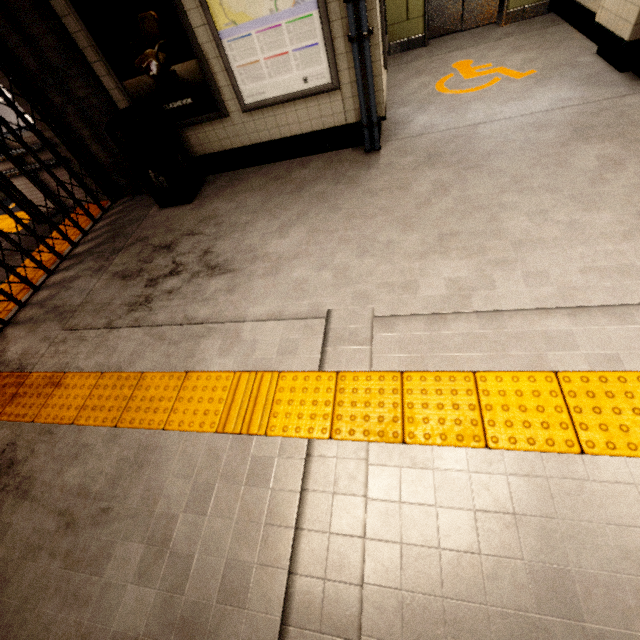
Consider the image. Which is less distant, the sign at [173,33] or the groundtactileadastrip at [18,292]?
the sign at [173,33]

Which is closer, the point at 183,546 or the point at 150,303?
the point at 183,546

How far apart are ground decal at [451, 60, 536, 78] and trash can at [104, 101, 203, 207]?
3.9 meters

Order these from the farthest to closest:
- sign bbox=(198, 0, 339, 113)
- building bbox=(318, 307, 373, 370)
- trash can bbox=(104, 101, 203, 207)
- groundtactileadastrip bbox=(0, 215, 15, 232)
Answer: groundtactileadastrip bbox=(0, 215, 15, 232) < trash can bbox=(104, 101, 203, 207) < sign bbox=(198, 0, 339, 113) < building bbox=(318, 307, 373, 370)

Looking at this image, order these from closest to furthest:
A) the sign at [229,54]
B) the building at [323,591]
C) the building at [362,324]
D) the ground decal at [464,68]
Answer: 1. the building at [323,591]
2. the building at [362,324]
3. the sign at [229,54]
4. the ground decal at [464,68]

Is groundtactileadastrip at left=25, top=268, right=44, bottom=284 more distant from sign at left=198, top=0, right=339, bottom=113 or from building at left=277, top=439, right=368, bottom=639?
sign at left=198, top=0, right=339, bottom=113

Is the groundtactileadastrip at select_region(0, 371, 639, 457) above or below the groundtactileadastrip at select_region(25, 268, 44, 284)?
below

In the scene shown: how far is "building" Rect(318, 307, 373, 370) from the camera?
2.4m
